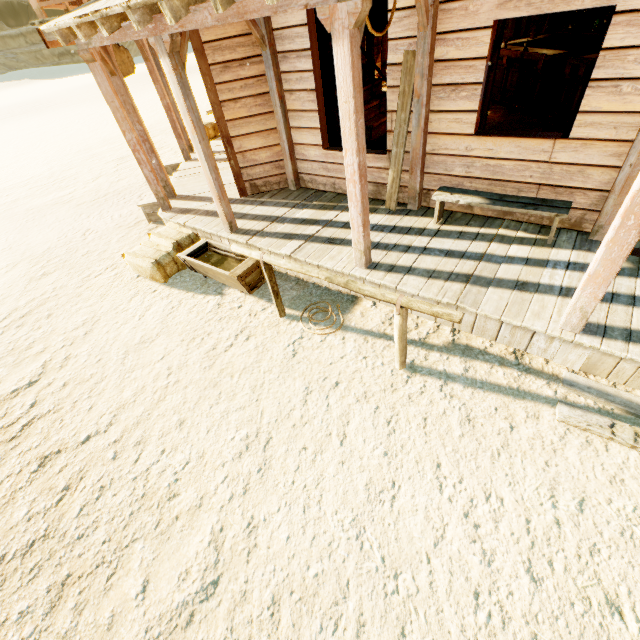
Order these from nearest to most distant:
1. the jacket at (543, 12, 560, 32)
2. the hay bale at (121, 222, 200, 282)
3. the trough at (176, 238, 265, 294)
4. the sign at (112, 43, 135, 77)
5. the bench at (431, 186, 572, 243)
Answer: the bench at (431, 186, 572, 243), the trough at (176, 238, 265, 294), the hay bale at (121, 222, 200, 282), the sign at (112, 43, 135, 77), the jacket at (543, 12, 560, 32)

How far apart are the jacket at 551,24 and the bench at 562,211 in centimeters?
1053cm

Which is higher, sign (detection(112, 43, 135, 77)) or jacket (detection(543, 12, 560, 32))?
sign (detection(112, 43, 135, 77))

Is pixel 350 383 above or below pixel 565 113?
below

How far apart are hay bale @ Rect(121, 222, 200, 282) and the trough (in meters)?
0.21

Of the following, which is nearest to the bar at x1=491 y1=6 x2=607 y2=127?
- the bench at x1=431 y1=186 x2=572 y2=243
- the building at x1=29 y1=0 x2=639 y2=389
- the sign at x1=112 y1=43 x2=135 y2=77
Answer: the building at x1=29 y1=0 x2=639 y2=389

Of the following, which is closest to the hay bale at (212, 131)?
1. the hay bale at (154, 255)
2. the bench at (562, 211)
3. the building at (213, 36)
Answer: the building at (213, 36)

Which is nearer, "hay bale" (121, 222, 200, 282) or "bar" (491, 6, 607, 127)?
"hay bale" (121, 222, 200, 282)
